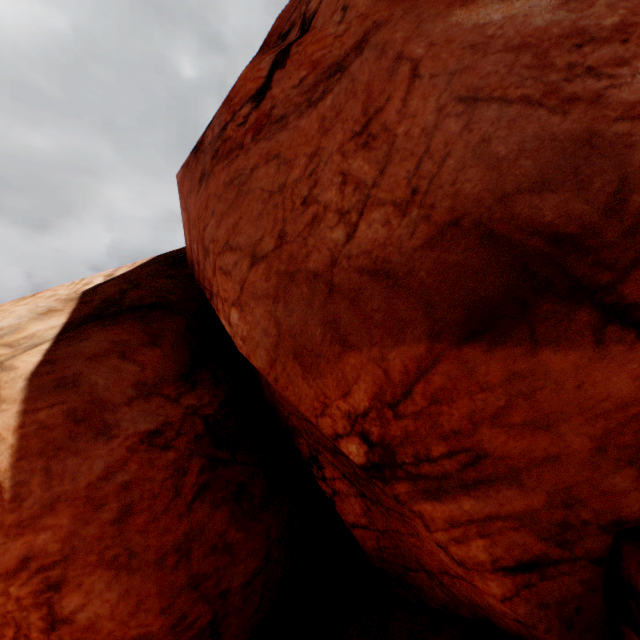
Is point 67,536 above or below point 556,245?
below
